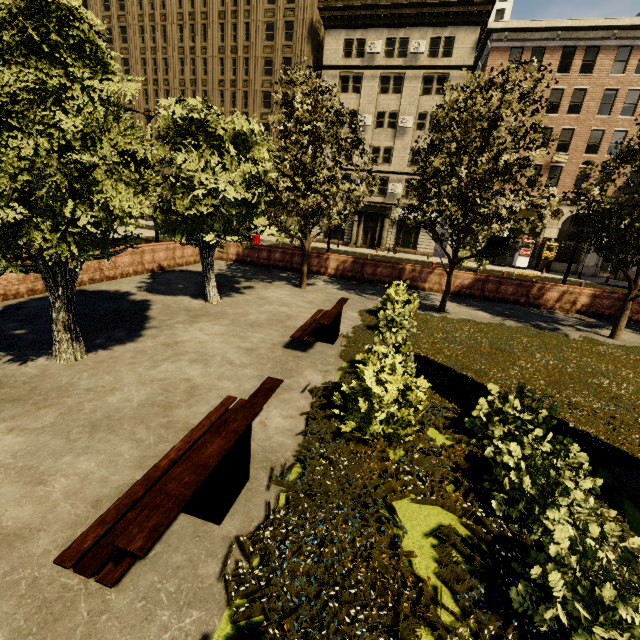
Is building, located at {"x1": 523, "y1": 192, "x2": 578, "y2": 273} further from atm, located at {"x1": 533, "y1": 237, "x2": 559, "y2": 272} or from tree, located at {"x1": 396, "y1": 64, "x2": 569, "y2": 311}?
tree, located at {"x1": 396, "y1": 64, "x2": 569, "y2": 311}

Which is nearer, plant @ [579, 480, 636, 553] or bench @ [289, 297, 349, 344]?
plant @ [579, 480, 636, 553]

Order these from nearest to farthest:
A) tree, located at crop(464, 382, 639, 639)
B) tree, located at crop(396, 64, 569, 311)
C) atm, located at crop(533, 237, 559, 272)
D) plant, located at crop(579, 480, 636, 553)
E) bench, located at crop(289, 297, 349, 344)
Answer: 1. tree, located at crop(464, 382, 639, 639)
2. plant, located at crop(579, 480, 636, 553)
3. bench, located at crop(289, 297, 349, 344)
4. tree, located at crop(396, 64, 569, 311)
5. atm, located at crop(533, 237, 559, 272)

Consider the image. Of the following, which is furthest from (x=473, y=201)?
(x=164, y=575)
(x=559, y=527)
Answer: (x=164, y=575)

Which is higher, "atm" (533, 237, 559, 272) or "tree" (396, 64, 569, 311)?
"tree" (396, 64, 569, 311)

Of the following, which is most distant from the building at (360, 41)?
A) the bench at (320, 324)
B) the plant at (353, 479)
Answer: the plant at (353, 479)

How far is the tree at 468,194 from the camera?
9.72m

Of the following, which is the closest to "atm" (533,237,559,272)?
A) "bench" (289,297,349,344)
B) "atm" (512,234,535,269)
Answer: "atm" (512,234,535,269)
